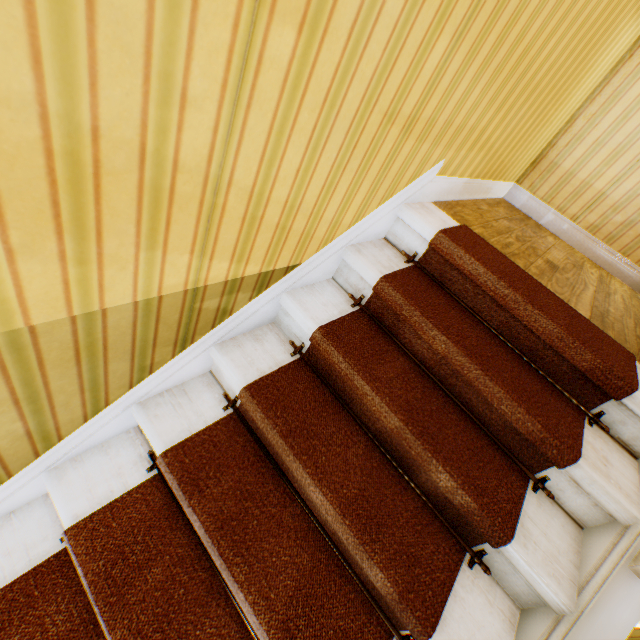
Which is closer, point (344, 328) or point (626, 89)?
point (344, 328)
